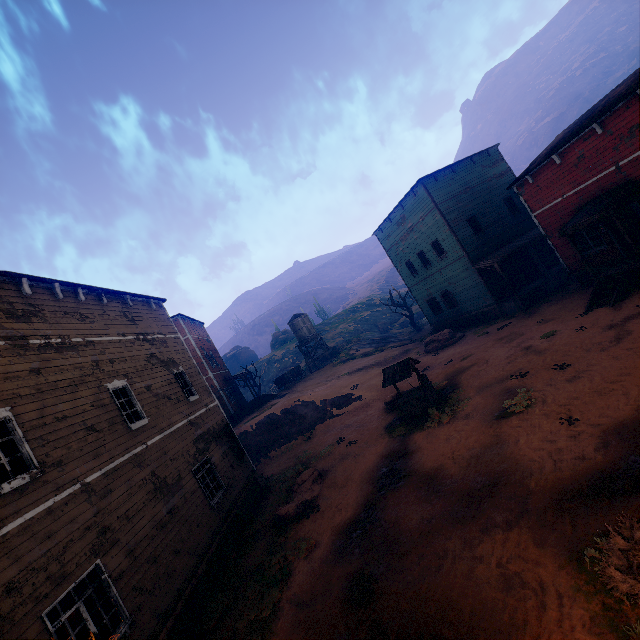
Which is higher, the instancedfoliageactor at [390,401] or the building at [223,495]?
the building at [223,495]

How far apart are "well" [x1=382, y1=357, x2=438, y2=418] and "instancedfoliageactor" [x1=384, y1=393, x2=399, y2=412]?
0.82m

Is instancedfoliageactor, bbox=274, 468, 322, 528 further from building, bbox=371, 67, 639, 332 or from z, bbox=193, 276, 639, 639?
building, bbox=371, 67, 639, 332

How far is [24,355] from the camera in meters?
8.3 m

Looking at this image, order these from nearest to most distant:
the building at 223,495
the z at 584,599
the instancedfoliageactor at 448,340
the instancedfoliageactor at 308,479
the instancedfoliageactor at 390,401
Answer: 1. the z at 584,599
2. the building at 223,495
3. the instancedfoliageactor at 308,479
4. the instancedfoliageactor at 390,401
5. the instancedfoliageactor at 448,340

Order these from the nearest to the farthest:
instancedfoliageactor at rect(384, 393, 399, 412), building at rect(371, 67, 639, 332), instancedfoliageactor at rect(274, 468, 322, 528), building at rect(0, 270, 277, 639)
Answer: building at rect(0, 270, 277, 639), instancedfoliageactor at rect(274, 468, 322, 528), building at rect(371, 67, 639, 332), instancedfoliageactor at rect(384, 393, 399, 412)

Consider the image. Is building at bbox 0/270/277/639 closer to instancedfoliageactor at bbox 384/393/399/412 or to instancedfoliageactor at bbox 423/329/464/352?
instancedfoliageactor at bbox 423/329/464/352

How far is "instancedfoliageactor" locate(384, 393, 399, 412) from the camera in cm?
1647
